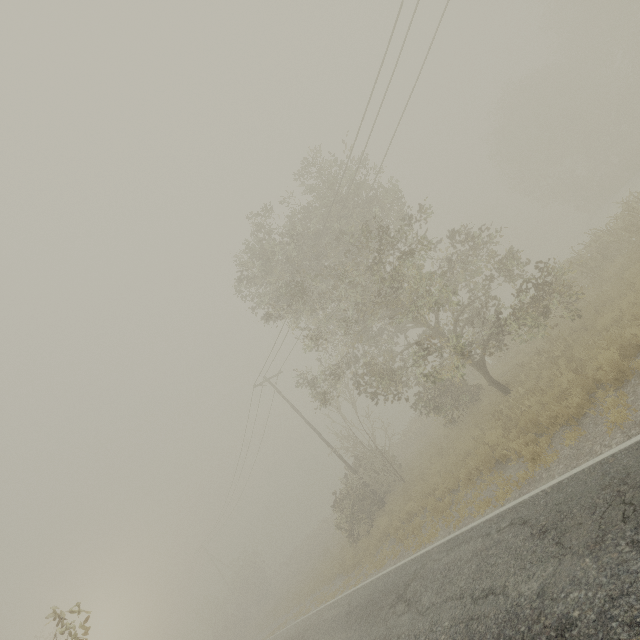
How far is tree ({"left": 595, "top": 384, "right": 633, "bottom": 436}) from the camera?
6.8 meters

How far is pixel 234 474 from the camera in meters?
30.5

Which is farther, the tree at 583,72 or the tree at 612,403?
the tree at 583,72

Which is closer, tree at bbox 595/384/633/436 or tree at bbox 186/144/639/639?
tree at bbox 595/384/633/436

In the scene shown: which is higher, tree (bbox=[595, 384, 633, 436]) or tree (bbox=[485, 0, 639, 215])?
tree (bbox=[485, 0, 639, 215])

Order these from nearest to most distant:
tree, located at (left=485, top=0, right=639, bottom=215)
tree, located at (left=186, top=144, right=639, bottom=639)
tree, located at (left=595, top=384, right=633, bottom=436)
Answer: tree, located at (left=595, top=384, right=633, bottom=436)
tree, located at (left=186, top=144, right=639, bottom=639)
tree, located at (left=485, top=0, right=639, bottom=215)
